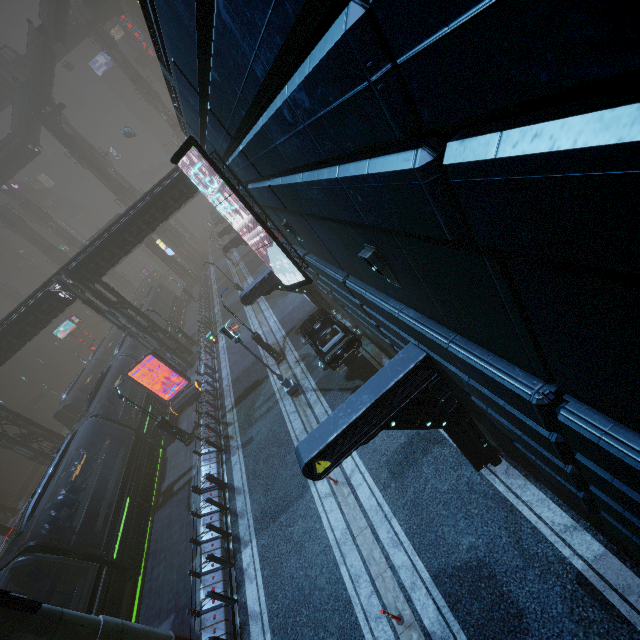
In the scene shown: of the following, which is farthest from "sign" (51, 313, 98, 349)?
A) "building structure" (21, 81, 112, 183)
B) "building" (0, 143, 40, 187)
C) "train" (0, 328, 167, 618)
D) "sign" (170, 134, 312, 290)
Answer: "sign" (170, 134, 312, 290)

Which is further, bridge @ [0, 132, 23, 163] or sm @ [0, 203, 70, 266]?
sm @ [0, 203, 70, 266]

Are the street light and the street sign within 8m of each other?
yes

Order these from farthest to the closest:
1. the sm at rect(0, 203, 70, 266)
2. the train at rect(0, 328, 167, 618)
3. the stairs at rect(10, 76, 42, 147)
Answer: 1. the sm at rect(0, 203, 70, 266)
2. the stairs at rect(10, 76, 42, 147)
3. the train at rect(0, 328, 167, 618)

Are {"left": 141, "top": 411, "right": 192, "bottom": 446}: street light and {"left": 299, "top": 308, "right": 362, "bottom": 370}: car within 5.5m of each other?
no

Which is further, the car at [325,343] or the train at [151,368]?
the train at [151,368]

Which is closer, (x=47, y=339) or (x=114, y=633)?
(x=114, y=633)

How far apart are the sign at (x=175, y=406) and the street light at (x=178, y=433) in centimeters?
347cm
